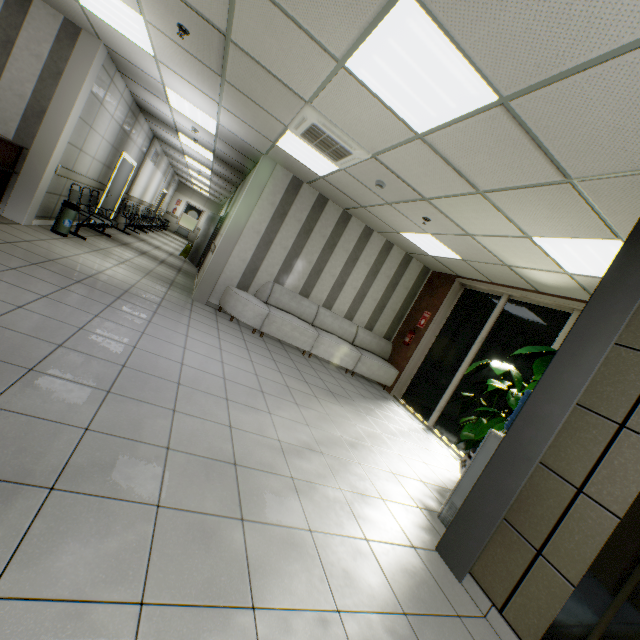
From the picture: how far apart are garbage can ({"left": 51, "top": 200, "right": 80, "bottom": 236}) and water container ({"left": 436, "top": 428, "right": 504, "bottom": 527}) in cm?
762

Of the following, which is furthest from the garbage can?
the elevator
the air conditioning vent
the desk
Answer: the elevator

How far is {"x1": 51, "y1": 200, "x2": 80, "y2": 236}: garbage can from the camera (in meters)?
6.00

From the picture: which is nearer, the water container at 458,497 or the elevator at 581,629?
the elevator at 581,629

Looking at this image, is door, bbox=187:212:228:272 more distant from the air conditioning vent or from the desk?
the air conditioning vent

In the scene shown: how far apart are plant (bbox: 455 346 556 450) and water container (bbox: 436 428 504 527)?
1.5m

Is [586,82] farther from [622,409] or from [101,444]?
[101,444]

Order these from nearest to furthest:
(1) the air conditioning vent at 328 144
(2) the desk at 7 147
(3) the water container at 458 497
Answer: (3) the water container at 458 497 < (1) the air conditioning vent at 328 144 < (2) the desk at 7 147
